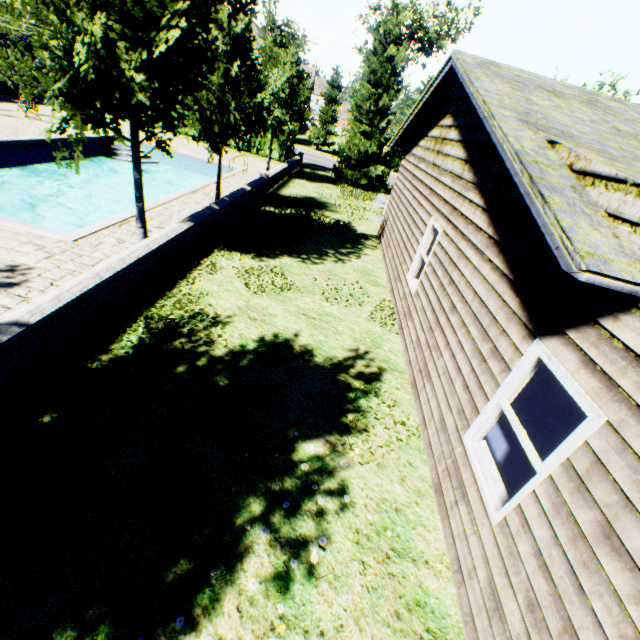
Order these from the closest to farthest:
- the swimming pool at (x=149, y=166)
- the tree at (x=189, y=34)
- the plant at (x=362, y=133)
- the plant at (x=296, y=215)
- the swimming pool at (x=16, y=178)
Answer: the tree at (x=189, y=34) → the plant at (x=296, y=215) → the swimming pool at (x=149, y=166) → the swimming pool at (x=16, y=178) → the plant at (x=362, y=133)

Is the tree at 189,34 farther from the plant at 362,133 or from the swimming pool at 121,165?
the plant at 362,133

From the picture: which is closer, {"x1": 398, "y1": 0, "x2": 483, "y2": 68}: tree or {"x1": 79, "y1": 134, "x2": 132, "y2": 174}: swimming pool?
{"x1": 79, "y1": 134, "x2": 132, "y2": 174}: swimming pool

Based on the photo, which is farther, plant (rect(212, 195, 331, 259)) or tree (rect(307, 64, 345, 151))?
tree (rect(307, 64, 345, 151))

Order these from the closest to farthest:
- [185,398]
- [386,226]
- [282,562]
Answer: [282,562] < [185,398] < [386,226]

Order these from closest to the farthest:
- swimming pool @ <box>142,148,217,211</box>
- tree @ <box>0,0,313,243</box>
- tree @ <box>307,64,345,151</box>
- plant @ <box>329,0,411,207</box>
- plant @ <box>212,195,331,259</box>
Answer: tree @ <box>0,0,313,243</box> → plant @ <box>212,195,331,259</box> → swimming pool @ <box>142,148,217,211</box> → plant @ <box>329,0,411,207</box> → tree @ <box>307,64,345,151</box>

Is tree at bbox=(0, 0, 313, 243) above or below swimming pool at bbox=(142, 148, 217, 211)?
above

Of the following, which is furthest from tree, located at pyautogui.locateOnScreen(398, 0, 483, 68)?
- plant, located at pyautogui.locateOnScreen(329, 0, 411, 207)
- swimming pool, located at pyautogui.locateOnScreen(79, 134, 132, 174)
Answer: plant, located at pyautogui.locateOnScreen(329, 0, 411, 207)
